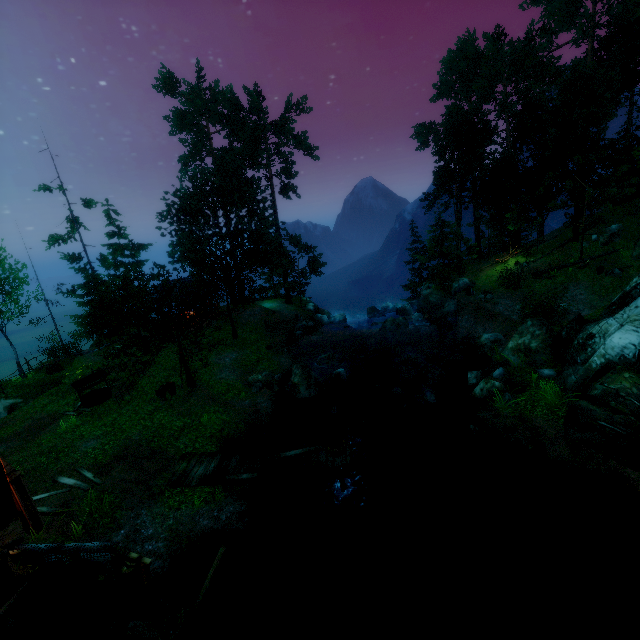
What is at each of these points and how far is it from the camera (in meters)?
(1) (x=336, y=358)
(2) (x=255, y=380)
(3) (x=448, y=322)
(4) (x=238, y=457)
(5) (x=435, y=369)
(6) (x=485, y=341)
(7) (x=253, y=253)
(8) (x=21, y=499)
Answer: (1) rock, 21.59
(2) rock, 19.11
(3) rock, 28.08
(4) wooden platform, 12.95
(5) rock, 19.38
(6) rock, 20.19
(7) tree, 33.25
(8) pillar, 9.12

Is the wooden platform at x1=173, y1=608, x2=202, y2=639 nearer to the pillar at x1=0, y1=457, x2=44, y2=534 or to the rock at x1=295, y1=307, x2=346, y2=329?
the pillar at x1=0, y1=457, x2=44, y2=534

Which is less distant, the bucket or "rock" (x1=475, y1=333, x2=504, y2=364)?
the bucket

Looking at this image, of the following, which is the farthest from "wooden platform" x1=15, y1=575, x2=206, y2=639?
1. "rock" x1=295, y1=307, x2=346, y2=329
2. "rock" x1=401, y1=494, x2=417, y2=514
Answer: "rock" x1=295, y1=307, x2=346, y2=329

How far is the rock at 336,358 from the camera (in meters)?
17.97

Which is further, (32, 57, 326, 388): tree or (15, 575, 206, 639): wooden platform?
(32, 57, 326, 388): tree

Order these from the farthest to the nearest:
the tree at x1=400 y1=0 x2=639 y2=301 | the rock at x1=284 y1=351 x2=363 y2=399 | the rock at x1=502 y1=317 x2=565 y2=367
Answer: the tree at x1=400 y1=0 x2=639 y2=301 → the rock at x1=284 y1=351 x2=363 y2=399 → the rock at x1=502 y1=317 x2=565 y2=367

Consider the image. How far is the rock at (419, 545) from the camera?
10.8m
